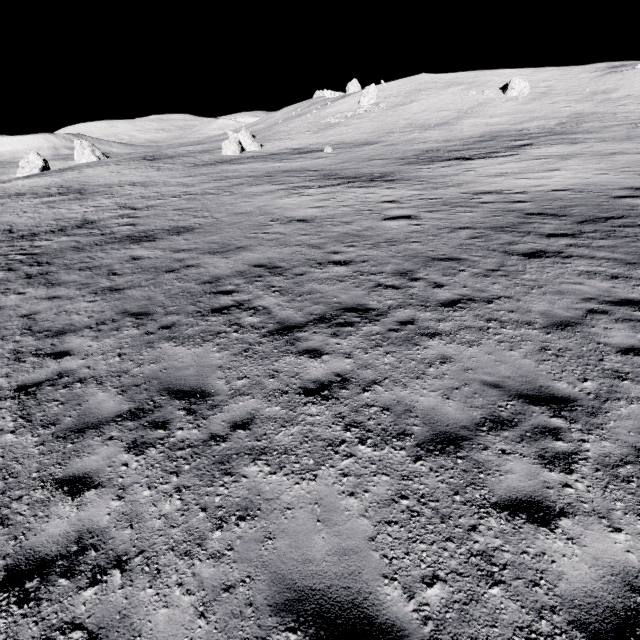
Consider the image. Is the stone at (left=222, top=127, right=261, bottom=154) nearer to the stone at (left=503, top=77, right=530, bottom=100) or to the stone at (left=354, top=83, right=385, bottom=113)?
the stone at (left=354, top=83, right=385, bottom=113)

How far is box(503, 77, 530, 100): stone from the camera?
47.8m

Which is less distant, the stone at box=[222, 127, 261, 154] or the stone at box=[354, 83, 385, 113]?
the stone at box=[222, 127, 261, 154]

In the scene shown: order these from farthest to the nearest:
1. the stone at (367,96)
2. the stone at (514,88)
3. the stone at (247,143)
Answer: the stone at (367,96), the stone at (514,88), the stone at (247,143)

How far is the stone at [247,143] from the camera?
46.5 meters

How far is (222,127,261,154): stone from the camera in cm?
4650

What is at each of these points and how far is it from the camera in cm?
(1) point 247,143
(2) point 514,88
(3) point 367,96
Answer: (1) stone, 4819
(2) stone, 4841
(3) stone, 5925

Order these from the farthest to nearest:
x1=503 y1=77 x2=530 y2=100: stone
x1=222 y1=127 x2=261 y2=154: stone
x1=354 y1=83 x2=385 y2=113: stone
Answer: x1=354 y1=83 x2=385 y2=113: stone < x1=503 y1=77 x2=530 y2=100: stone < x1=222 y1=127 x2=261 y2=154: stone
